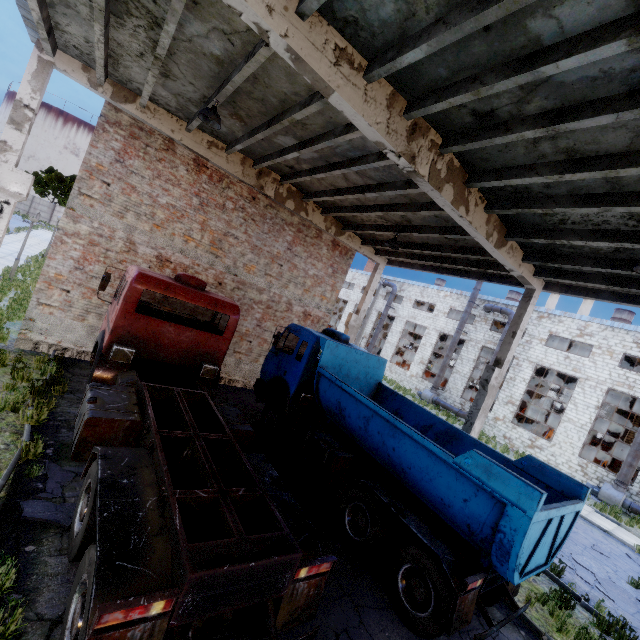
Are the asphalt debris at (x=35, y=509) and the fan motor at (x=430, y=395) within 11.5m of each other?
no

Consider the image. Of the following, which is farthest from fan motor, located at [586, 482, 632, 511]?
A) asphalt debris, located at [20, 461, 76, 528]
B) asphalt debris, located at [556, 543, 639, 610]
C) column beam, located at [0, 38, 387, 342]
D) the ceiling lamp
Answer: the ceiling lamp

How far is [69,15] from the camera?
6.4 meters

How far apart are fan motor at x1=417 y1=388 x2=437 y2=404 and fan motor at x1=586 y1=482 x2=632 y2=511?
11.3 meters

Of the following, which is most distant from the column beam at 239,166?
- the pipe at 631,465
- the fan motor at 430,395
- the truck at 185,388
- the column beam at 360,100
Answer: A: the pipe at 631,465

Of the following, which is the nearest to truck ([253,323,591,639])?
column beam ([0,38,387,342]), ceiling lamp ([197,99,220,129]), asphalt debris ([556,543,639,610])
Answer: column beam ([0,38,387,342])

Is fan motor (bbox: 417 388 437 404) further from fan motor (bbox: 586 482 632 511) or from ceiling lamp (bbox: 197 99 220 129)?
ceiling lamp (bbox: 197 99 220 129)

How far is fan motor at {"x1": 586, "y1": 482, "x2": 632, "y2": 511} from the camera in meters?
18.8
